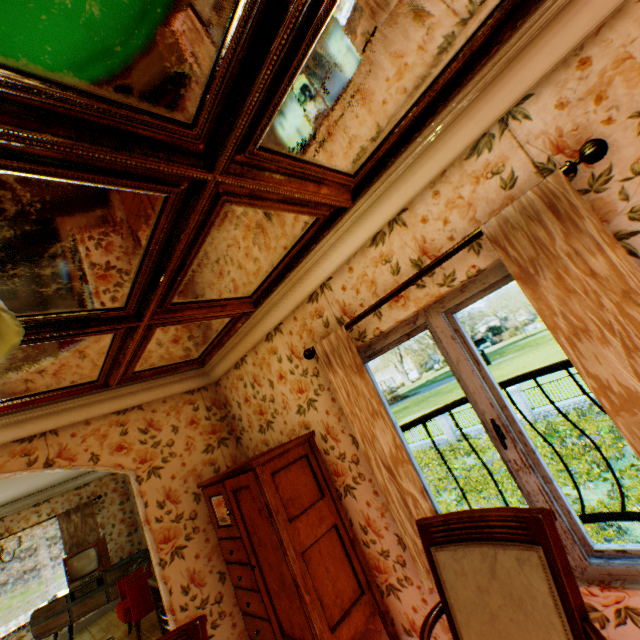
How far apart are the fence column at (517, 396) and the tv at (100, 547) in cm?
2193

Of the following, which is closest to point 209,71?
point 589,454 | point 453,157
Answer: point 453,157

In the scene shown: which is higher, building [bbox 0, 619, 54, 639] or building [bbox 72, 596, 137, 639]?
building [bbox 0, 619, 54, 639]

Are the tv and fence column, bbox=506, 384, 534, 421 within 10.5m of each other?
no

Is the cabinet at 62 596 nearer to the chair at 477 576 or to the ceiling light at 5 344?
the chair at 477 576

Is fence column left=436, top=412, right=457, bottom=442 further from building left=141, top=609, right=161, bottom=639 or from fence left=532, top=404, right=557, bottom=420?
building left=141, top=609, right=161, bottom=639

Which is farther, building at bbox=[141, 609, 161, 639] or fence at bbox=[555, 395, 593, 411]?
fence at bbox=[555, 395, 593, 411]

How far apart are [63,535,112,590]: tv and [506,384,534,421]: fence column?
21.9m
